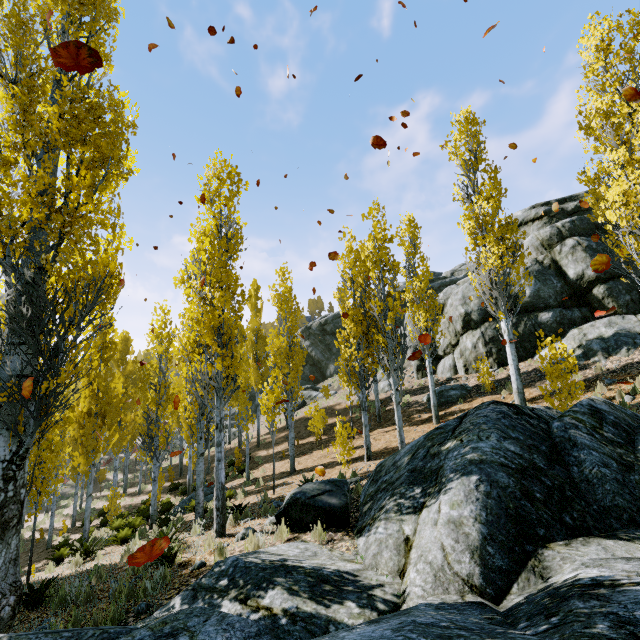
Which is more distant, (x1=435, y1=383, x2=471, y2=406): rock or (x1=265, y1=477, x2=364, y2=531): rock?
(x1=435, y1=383, x2=471, y2=406): rock

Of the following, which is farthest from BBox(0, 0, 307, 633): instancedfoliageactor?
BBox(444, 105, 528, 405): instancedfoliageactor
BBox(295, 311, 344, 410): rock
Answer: BBox(295, 311, 344, 410): rock

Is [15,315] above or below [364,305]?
below

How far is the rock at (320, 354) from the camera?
35.1m

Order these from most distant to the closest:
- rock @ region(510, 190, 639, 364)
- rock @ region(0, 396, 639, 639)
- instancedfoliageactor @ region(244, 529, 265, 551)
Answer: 1. rock @ region(510, 190, 639, 364)
2. instancedfoliageactor @ region(244, 529, 265, 551)
3. rock @ region(0, 396, 639, 639)

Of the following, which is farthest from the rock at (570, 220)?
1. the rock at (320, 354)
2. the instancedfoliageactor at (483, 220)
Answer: the rock at (320, 354)

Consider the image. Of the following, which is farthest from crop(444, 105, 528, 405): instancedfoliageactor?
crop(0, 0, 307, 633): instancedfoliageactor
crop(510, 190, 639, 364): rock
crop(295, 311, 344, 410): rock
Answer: crop(295, 311, 344, 410): rock

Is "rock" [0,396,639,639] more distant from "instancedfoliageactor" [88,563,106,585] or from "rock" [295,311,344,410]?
"rock" [295,311,344,410]
